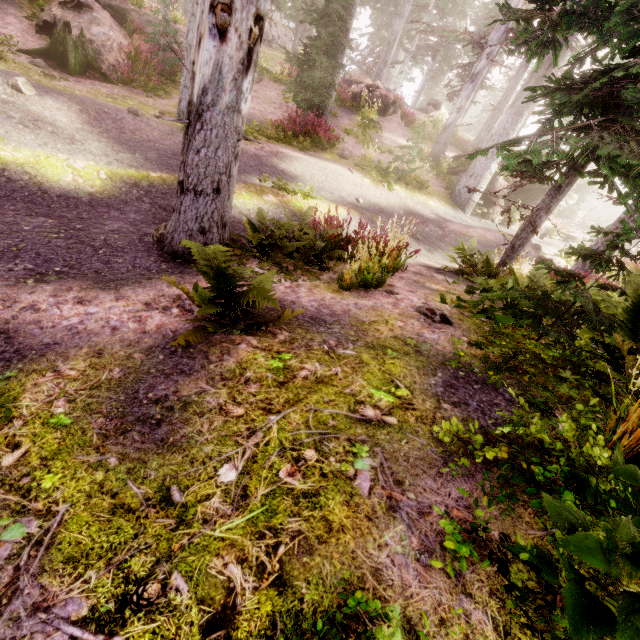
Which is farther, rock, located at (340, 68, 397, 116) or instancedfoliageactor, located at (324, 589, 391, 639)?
rock, located at (340, 68, 397, 116)

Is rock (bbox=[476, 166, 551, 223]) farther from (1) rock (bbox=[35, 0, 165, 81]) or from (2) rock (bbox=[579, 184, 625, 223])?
(2) rock (bbox=[579, 184, 625, 223])

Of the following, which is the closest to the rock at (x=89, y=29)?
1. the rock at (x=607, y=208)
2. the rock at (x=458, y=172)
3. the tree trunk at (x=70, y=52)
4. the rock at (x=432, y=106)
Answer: the tree trunk at (x=70, y=52)

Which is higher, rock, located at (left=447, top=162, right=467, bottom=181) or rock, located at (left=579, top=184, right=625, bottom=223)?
rock, located at (left=579, top=184, right=625, bottom=223)

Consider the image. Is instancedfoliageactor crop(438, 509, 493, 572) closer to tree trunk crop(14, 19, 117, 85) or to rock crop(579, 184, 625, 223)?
rock crop(579, 184, 625, 223)

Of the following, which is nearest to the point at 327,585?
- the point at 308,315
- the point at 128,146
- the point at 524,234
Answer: the point at 308,315

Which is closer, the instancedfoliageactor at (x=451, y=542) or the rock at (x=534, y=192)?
the instancedfoliageactor at (x=451, y=542)

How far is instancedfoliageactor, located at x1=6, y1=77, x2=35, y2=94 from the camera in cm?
749
